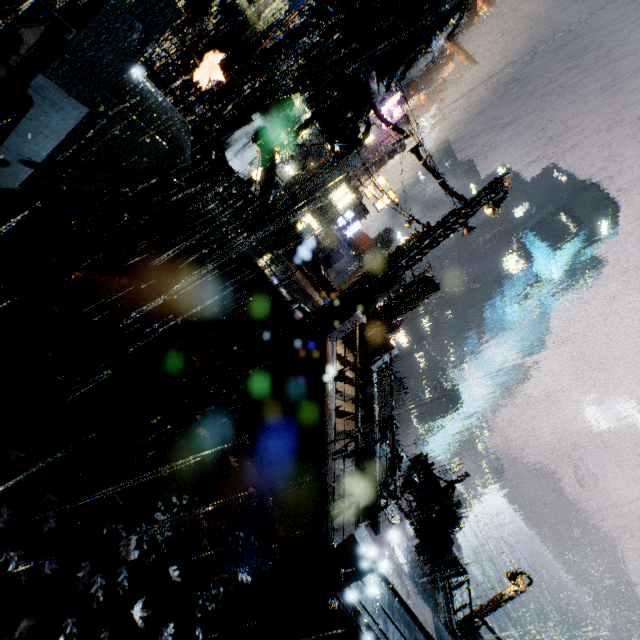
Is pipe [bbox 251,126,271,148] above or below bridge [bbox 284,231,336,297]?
above

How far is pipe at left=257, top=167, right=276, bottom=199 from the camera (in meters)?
18.83

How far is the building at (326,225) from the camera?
37.97m

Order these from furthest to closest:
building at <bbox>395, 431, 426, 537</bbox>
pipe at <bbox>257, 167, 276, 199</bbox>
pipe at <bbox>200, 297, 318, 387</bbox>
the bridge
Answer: the bridge < pipe at <bbox>257, 167, 276, 199</bbox> < building at <bbox>395, 431, 426, 537</bbox> < pipe at <bbox>200, 297, 318, 387</bbox>

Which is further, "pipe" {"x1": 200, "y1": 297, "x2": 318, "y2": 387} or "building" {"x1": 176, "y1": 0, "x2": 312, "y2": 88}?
"building" {"x1": 176, "y1": 0, "x2": 312, "y2": 88}

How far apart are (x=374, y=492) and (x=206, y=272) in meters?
10.3

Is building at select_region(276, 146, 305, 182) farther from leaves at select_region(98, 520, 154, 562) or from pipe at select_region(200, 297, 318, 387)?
leaves at select_region(98, 520, 154, 562)

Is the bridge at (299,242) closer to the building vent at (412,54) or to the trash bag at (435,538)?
the building vent at (412,54)
